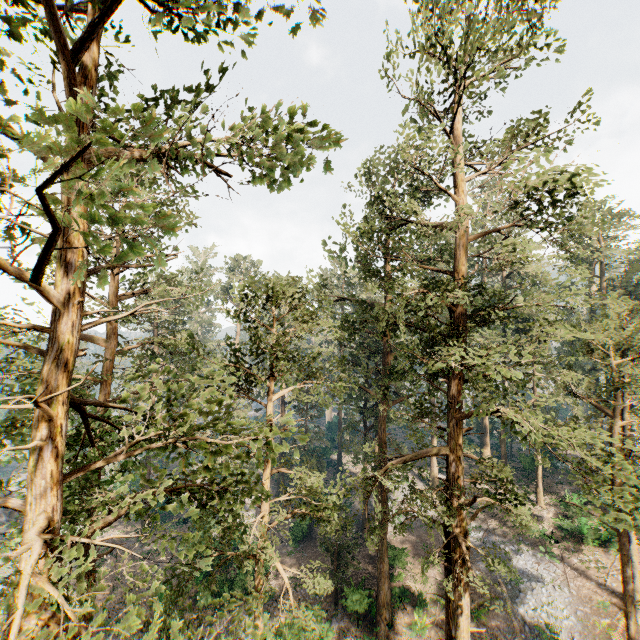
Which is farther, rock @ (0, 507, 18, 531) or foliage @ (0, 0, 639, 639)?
rock @ (0, 507, 18, 531)

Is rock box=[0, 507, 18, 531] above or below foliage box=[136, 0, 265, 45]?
below

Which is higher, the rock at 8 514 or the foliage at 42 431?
the foliage at 42 431

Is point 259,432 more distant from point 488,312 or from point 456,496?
point 488,312

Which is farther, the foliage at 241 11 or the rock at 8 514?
the rock at 8 514
